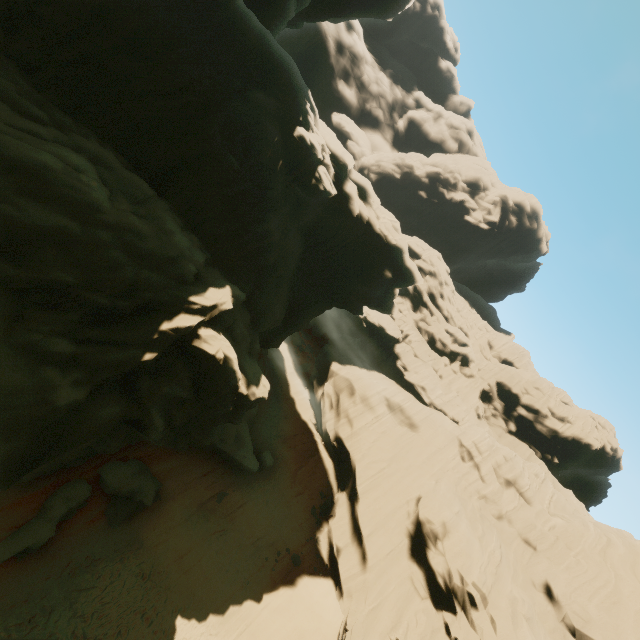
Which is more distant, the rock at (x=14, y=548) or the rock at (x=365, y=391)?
the rock at (x=14, y=548)

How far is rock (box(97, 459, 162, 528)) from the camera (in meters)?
16.44

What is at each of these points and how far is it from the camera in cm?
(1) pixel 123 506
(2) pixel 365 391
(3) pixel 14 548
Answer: (1) rock, 1727
(2) rock, 3416
(3) rock, 1249

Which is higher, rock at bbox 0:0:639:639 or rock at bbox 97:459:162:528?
rock at bbox 0:0:639:639

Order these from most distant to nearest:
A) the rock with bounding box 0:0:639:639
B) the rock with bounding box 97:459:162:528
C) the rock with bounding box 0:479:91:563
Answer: the rock with bounding box 97:459:162:528 < the rock with bounding box 0:479:91:563 < the rock with bounding box 0:0:639:639

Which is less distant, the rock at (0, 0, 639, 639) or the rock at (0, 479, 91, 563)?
the rock at (0, 0, 639, 639)

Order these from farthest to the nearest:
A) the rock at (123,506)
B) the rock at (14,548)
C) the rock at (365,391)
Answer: the rock at (123,506), the rock at (14,548), the rock at (365,391)
